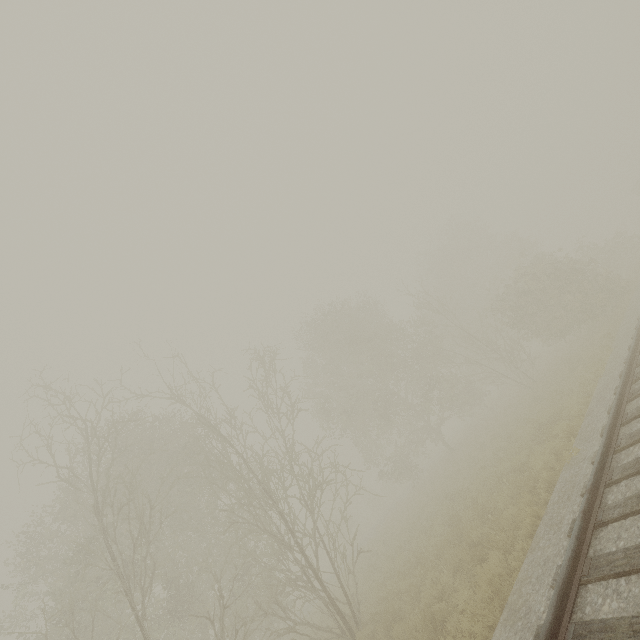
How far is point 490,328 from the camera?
38.28m
